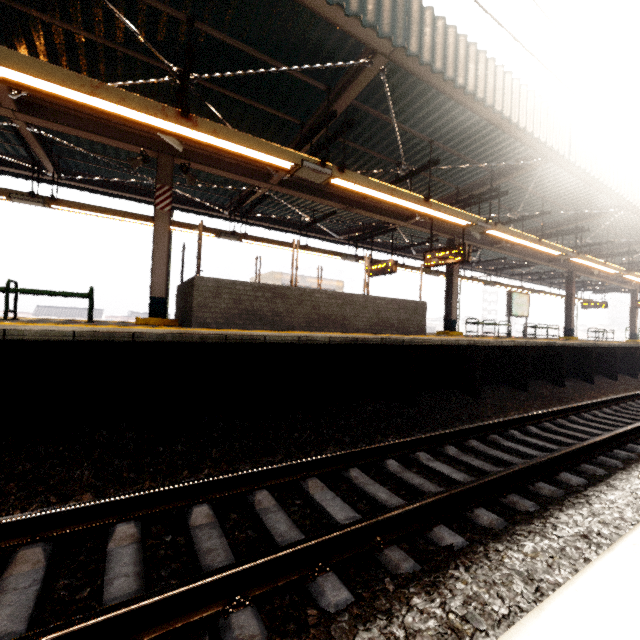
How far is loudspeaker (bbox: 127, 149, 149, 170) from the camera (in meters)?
6.65

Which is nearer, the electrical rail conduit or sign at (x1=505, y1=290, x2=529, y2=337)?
the electrical rail conduit

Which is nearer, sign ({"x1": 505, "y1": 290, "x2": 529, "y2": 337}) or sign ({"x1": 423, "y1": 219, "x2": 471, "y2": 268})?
sign ({"x1": 423, "y1": 219, "x2": 471, "y2": 268})

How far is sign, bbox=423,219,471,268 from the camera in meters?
9.1 m

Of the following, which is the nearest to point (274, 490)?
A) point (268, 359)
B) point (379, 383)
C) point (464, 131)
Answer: point (268, 359)

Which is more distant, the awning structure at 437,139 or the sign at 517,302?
the sign at 517,302

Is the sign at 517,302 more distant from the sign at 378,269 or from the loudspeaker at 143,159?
the loudspeaker at 143,159

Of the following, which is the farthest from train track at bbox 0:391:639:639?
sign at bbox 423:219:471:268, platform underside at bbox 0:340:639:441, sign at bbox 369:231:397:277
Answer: sign at bbox 369:231:397:277
